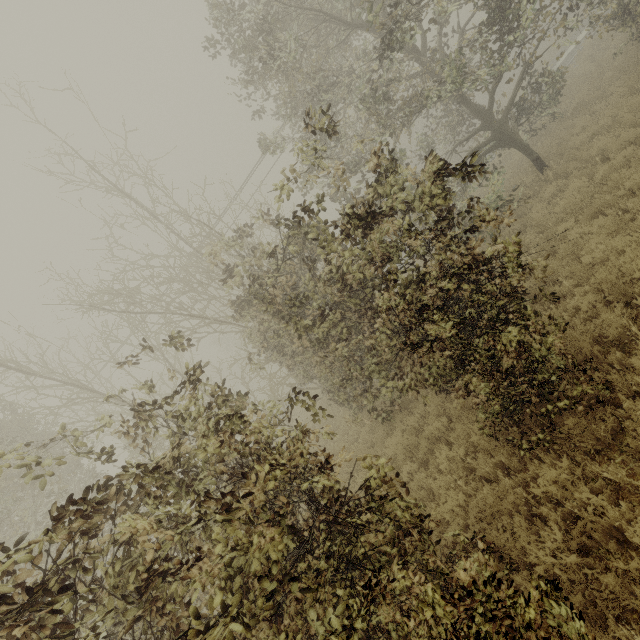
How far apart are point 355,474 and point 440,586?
8.2 meters
